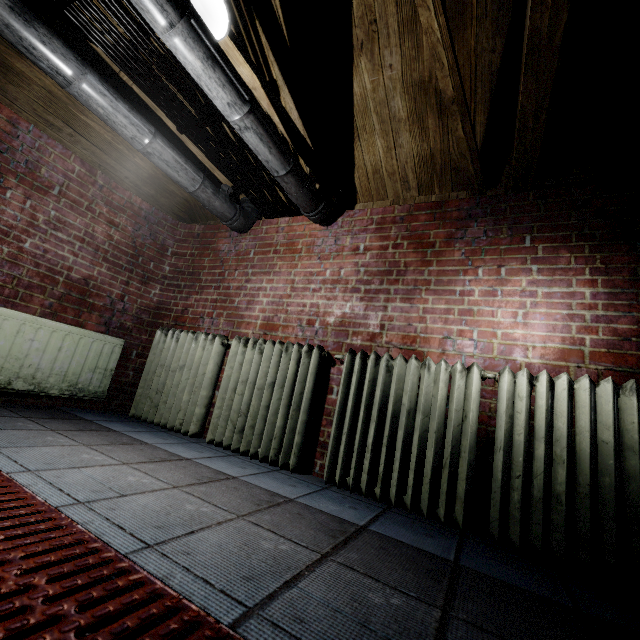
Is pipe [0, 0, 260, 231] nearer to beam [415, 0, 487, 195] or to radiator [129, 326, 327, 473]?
beam [415, 0, 487, 195]

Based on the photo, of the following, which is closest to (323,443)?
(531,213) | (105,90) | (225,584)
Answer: (225,584)

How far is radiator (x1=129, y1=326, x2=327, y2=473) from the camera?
2.1m

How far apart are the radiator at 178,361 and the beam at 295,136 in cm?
126

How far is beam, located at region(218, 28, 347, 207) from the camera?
1.9 meters

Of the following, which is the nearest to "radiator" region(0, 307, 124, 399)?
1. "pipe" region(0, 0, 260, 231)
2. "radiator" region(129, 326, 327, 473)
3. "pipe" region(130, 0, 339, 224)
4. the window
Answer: "radiator" region(129, 326, 327, 473)

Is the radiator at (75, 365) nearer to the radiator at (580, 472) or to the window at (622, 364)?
the radiator at (580, 472)

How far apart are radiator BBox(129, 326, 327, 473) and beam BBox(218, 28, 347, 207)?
1.26m
